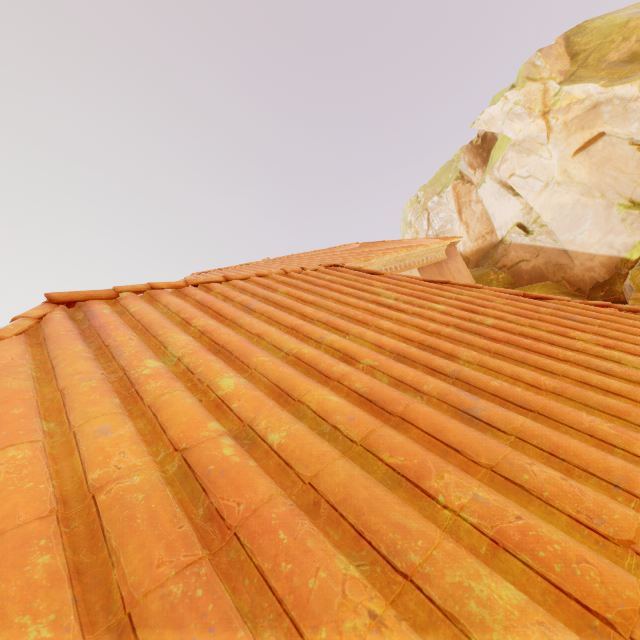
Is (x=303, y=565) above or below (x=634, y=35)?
below
